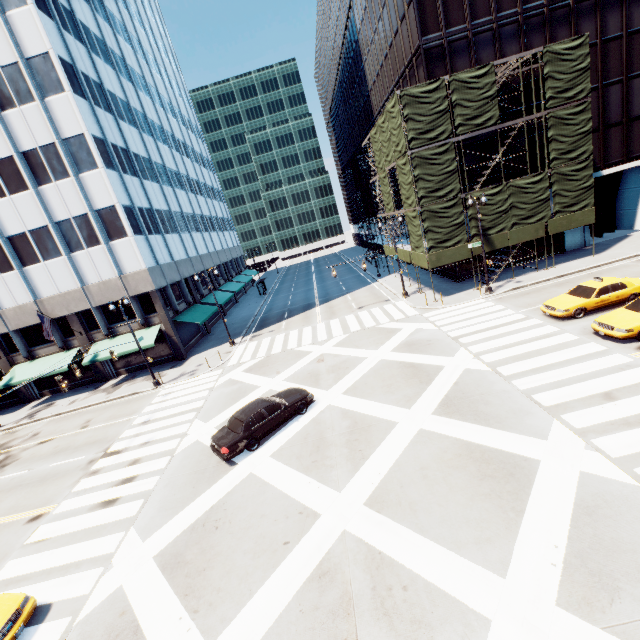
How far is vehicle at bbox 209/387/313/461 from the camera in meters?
13.9 m

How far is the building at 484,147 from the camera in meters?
27.0 m

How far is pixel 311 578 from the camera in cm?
848

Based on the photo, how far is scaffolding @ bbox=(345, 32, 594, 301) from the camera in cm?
2256

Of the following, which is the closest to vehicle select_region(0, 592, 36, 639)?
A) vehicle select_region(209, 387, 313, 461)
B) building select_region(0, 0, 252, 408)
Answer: vehicle select_region(209, 387, 313, 461)

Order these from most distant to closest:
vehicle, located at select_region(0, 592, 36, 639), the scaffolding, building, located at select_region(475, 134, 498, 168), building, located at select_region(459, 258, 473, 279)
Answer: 1. building, located at select_region(459, 258, 473, 279)
2. building, located at select_region(475, 134, 498, 168)
3. the scaffolding
4. vehicle, located at select_region(0, 592, 36, 639)

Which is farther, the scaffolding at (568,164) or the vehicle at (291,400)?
the scaffolding at (568,164)

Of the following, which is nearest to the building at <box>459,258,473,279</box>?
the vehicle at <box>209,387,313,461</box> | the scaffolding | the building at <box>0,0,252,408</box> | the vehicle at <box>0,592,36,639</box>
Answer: the scaffolding
